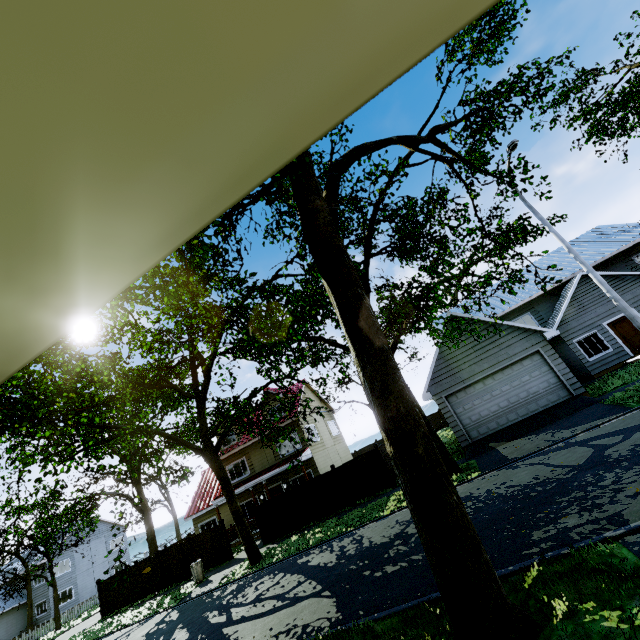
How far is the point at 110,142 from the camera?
0.6m

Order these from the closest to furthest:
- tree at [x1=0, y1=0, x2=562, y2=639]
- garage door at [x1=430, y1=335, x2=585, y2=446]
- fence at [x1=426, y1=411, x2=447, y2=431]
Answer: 1. tree at [x1=0, y1=0, x2=562, y2=639]
2. garage door at [x1=430, y1=335, x2=585, y2=446]
3. fence at [x1=426, y1=411, x2=447, y2=431]

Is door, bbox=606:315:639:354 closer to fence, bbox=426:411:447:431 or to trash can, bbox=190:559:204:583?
fence, bbox=426:411:447:431

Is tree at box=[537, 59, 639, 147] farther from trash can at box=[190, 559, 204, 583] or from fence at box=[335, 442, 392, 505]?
trash can at box=[190, 559, 204, 583]

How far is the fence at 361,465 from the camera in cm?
1700

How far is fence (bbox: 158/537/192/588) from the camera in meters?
20.1

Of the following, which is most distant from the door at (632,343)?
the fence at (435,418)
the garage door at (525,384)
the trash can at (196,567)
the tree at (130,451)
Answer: the trash can at (196,567)

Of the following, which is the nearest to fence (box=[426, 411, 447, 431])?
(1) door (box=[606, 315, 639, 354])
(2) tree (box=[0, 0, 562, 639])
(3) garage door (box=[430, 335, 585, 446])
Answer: (2) tree (box=[0, 0, 562, 639])
